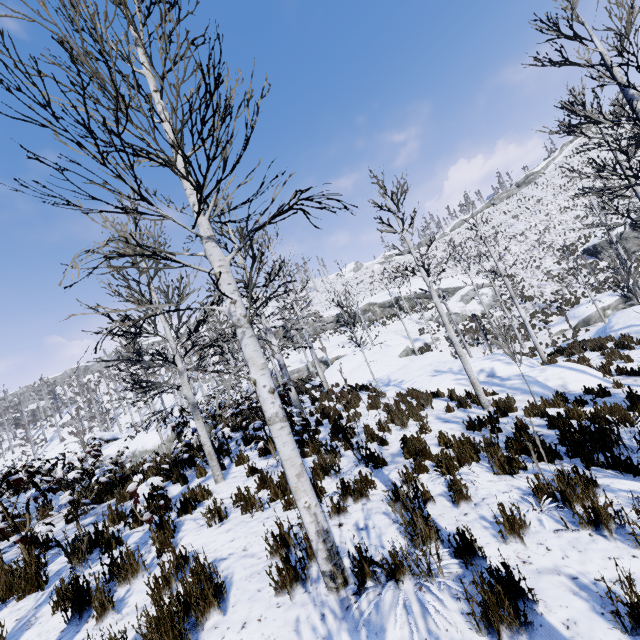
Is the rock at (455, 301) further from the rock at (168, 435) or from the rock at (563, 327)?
the rock at (168, 435)

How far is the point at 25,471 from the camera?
4.85m

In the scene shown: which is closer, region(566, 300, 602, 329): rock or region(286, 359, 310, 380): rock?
region(566, 300, 602, 329): rock

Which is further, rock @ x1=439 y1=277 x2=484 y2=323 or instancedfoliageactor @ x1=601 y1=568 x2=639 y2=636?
rock @ x1=439 y1=277 x2=484 y2=323

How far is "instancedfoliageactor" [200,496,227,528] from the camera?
4.8 meters

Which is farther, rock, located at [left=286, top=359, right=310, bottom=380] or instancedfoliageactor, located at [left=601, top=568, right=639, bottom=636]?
rock, located at [left=286, top=359, right=310, bottom=380]

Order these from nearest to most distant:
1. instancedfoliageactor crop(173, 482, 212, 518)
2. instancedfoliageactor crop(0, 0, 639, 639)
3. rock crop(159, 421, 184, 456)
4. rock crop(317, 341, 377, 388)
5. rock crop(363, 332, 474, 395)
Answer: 1. instancedfoliageactor crop(0, 0, 639, 639)
2. instancedfoliageactor crop(173, 482, 212, 518)
3. rock crop(159, 421, 184, 456)
4. rock crop(363, 332, 474, 395)
5. rock crop(317, 341, 377, 388)

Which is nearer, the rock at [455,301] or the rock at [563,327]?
the rock at [563,327]
